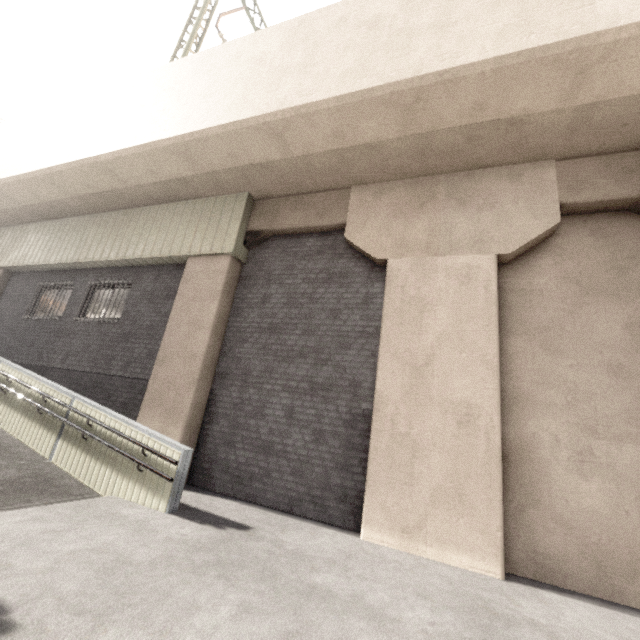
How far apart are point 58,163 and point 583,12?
11.5m

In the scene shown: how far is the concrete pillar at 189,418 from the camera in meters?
6.8

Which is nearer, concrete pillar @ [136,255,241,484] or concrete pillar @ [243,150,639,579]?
concrete pillar @ [243,150,639,579]

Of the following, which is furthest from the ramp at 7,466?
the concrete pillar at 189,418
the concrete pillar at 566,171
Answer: the concrete pillar at 566,171

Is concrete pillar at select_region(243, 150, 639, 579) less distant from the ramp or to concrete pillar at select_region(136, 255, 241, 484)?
concrete pillar at select_region(136, 255, 241, 484)

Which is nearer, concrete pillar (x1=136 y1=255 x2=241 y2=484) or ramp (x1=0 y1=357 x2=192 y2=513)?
ramp (x1=0 y1=357 x2=192 y2=513)
